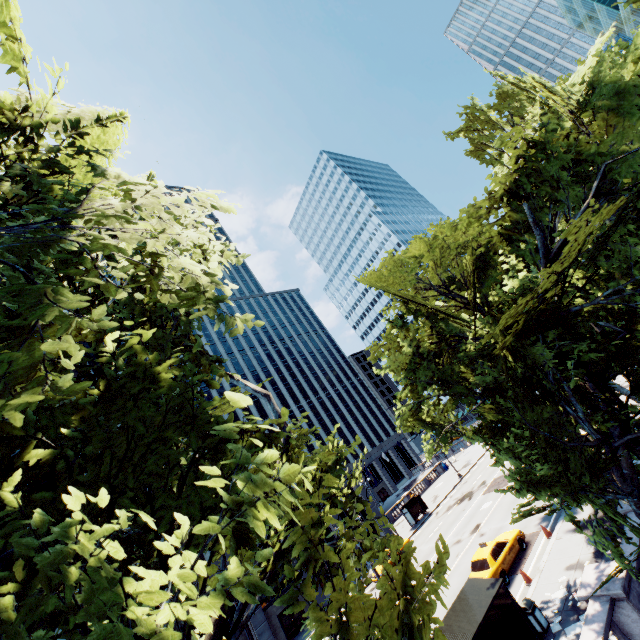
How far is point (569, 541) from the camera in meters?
16.9

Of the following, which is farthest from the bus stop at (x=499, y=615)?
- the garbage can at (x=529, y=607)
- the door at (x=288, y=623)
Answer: the door at (x=288, y=623)

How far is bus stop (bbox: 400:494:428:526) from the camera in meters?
38.2

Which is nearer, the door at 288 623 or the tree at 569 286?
the tree at 569 286

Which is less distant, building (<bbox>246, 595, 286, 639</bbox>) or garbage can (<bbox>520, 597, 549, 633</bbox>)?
garbage can (<bbox>520, 597, 549, 633</bbox>)

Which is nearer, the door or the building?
the building

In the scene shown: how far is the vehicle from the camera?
17.52m

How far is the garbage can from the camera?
12.84m
